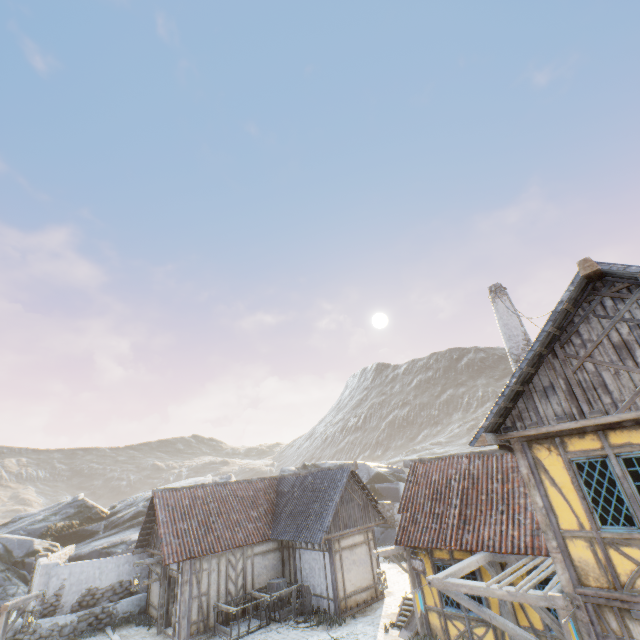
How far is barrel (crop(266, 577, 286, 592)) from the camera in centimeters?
1565cm

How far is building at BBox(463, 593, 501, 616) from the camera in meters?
9.8 m

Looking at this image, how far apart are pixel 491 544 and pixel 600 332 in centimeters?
758cm

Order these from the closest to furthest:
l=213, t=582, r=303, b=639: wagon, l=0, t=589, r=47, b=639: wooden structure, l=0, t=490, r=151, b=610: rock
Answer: l=0, t=589, r=47, b=639: wooden structure < l=213, t=582, r=303, b=639: wagon < l=0, t=490, r=151, b=610: rock

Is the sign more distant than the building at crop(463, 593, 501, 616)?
Yes

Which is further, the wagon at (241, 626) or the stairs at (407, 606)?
the wagon at (241, 626)

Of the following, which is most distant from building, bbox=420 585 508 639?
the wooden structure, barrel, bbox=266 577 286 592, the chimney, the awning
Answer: the wooden structure

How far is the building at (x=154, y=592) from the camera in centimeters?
1605cm
